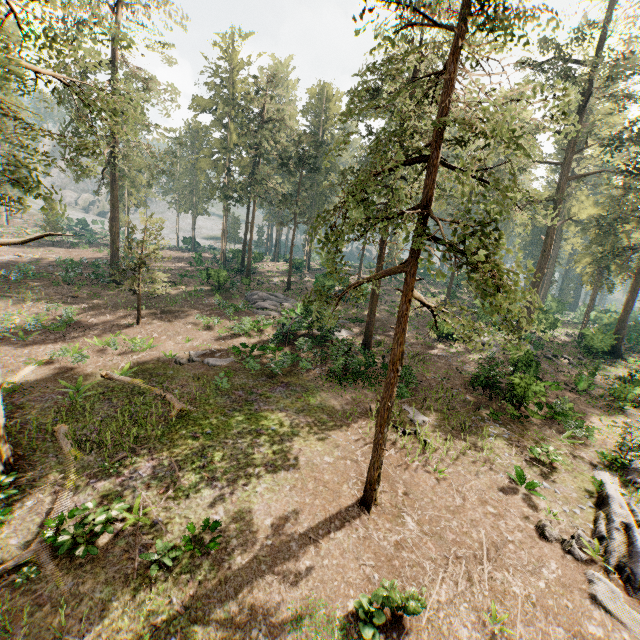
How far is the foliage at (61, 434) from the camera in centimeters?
1245cm

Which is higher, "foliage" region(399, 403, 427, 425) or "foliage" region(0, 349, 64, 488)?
"foliage" region(399, 403, 427, 425)

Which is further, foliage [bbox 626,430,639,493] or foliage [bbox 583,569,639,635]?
foliage [bbox 626,430,639,493]

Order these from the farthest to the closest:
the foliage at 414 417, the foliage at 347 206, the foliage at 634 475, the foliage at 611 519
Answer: the foliage at 414 417 → the foliage at 634 475 → the foliage at 611 519 → the foliage at 347 206

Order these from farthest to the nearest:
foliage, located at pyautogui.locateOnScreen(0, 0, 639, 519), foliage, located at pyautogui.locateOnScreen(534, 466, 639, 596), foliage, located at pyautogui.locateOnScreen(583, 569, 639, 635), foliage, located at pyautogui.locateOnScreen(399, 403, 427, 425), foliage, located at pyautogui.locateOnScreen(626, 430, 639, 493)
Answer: foliage, located at pyautogui.locateOnScreen(399, 403, 427, 425), foliage, located at pyautogui.locateOnScreen(626, 430, 639, 493), foliage, located at pyautogui.locateOnScreen(534, 466, 639, 596), foliage, located at pyautogui.locateOnScreen(583, 569, 639, 635), foliage, located at pyautogui.locateOnScreen(0, 0, 639, 519)

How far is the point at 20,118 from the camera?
11.0 meters

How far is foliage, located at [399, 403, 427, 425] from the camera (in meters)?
16.52
